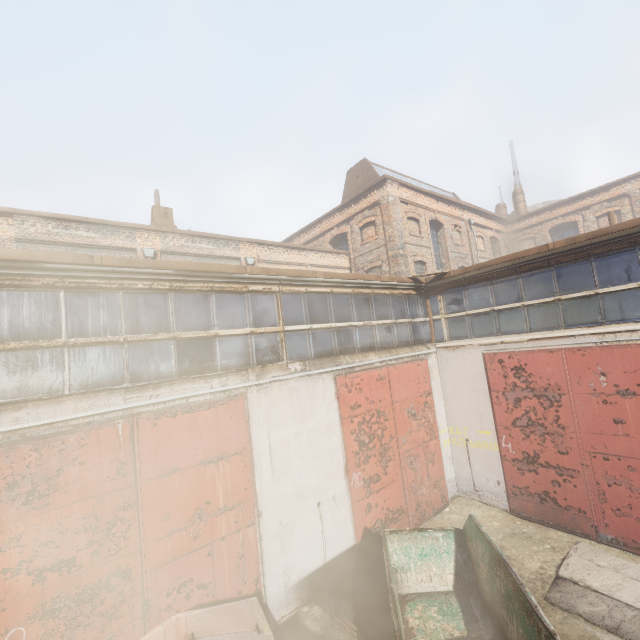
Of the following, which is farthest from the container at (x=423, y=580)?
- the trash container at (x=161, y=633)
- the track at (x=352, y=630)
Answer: the trash container at (x=161, y=633)

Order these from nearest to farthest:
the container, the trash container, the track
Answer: the trash container < the container < the track

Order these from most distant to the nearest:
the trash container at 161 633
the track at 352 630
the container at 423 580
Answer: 1. the track at 352 630
2. the container at 423 580
3. the trash container at 161 633

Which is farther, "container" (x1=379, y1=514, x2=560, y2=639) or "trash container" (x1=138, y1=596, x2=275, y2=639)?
"container" (x1=379, y1=514, x2=560, y2=639)

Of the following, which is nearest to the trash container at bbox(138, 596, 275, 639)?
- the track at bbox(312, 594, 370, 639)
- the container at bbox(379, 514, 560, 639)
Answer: the container at bbox(379, 514, 560, 639)

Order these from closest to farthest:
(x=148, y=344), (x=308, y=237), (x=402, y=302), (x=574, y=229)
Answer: (x=148, y=344) → (x=402, y=302) → (x=308, y=237) → (x=574, y=229)

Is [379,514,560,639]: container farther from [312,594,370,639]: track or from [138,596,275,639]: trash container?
[138,596,275,639]: trash container
